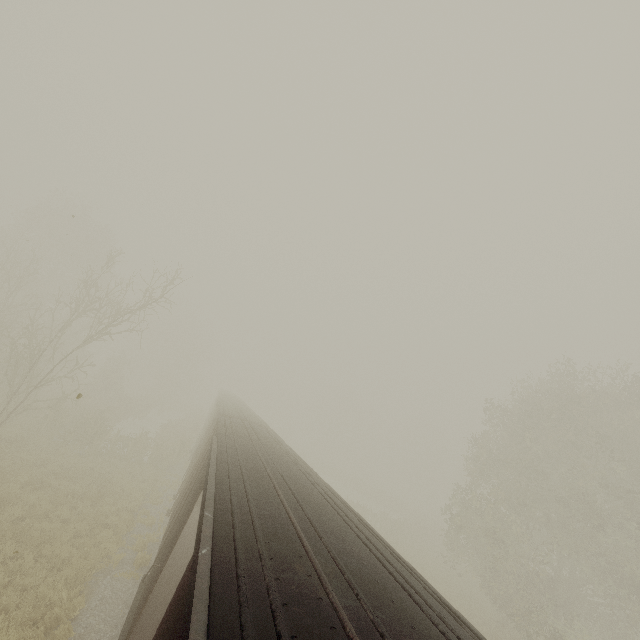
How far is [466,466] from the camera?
26.09m

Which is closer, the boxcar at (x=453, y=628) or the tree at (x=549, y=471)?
the boxcar at (x=453, y=628)

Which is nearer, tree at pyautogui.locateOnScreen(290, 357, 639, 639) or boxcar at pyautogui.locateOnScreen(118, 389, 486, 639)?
boxcar at pyautogui.locateOnScreen(118, 389, 486, 639)
